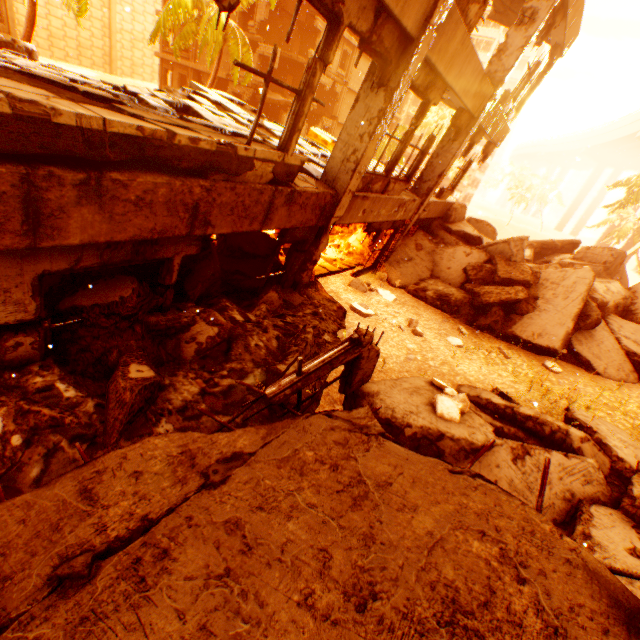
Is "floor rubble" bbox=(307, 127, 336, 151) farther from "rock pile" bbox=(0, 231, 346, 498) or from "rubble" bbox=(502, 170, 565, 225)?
"rubble" bbox=(502, 170, 565, 225)

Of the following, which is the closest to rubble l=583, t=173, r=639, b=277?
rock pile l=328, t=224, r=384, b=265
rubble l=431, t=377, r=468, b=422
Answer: rubble l=431, t=377, r=468, b=422

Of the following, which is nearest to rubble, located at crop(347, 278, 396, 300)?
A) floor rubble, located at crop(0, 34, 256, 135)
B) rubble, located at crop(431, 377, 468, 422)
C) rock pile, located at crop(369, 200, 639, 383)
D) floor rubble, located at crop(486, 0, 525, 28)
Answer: rock pile, located at crop(369, 200, 639, 383)

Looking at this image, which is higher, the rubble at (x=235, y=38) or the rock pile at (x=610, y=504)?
the rubble at (x=235, y=38)

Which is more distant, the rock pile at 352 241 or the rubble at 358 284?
the rock pile at 352 241

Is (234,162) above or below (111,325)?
above
